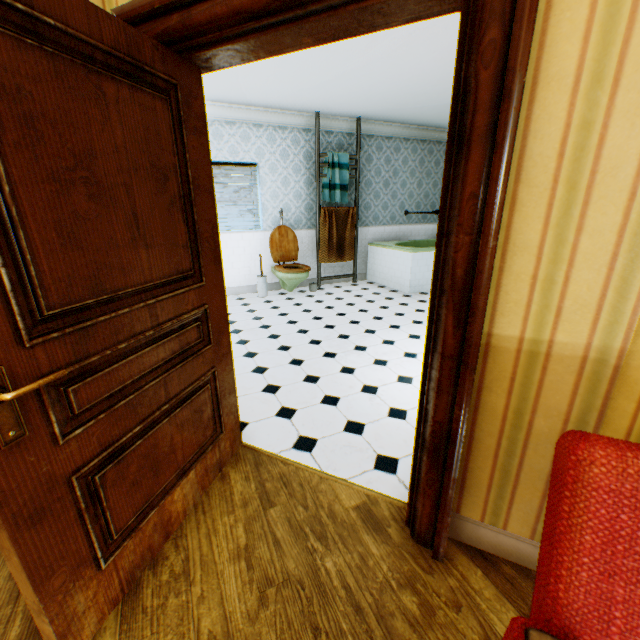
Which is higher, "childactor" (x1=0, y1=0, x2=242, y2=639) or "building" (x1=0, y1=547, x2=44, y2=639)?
"childactor" (x1=0, y1=0, x2=242, y2=639)

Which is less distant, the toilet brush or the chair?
the chair

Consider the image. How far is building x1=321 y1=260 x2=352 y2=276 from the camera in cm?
694

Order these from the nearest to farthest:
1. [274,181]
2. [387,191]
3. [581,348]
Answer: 1. [581,348]
2. [274,181]
3. [387,191]

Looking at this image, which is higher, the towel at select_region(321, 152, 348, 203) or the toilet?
the towel at select_region(321, 152, 348, 203)

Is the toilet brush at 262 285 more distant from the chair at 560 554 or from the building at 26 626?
the chair at 560 554

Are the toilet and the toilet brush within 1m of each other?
yes

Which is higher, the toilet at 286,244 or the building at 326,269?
the toilet at 286,244
